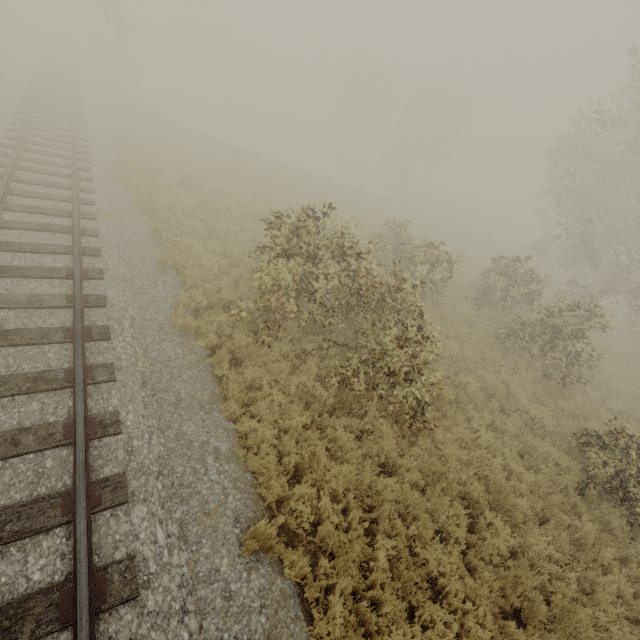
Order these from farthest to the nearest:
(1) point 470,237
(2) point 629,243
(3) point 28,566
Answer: (1) point 470,237
(2) point 629,243
(3) point 28,566

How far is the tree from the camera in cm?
3666

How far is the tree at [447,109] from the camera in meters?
36.7
